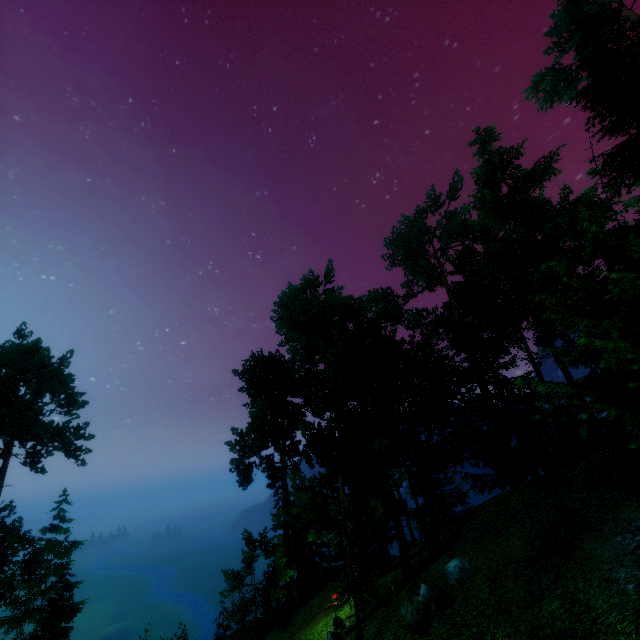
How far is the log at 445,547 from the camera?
13.4m

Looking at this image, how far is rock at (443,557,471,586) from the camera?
11.42m

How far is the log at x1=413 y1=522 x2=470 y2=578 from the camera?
13.4 meters

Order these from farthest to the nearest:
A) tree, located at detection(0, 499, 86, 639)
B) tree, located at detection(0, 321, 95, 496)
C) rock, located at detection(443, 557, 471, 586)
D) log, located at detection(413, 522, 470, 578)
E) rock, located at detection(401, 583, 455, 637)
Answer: tree, located at detection(0, 321, 95, 496), tree, located at detection(0, 499, 86, 639), log, located at detection(413, 522, 470, 578), rock, located at detection(443, 557, 471, 586), rock, located at detection(401, 583, 455, 637)

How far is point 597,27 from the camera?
16.1m

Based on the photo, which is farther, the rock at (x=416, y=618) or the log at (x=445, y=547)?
the log at (x=445, y=547)

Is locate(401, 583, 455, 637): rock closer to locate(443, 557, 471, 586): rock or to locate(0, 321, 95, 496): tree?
locate(443, 557, 471, 586): rock

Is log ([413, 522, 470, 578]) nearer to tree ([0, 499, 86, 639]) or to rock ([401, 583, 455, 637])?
tree ([0, 499, 86, 639])
